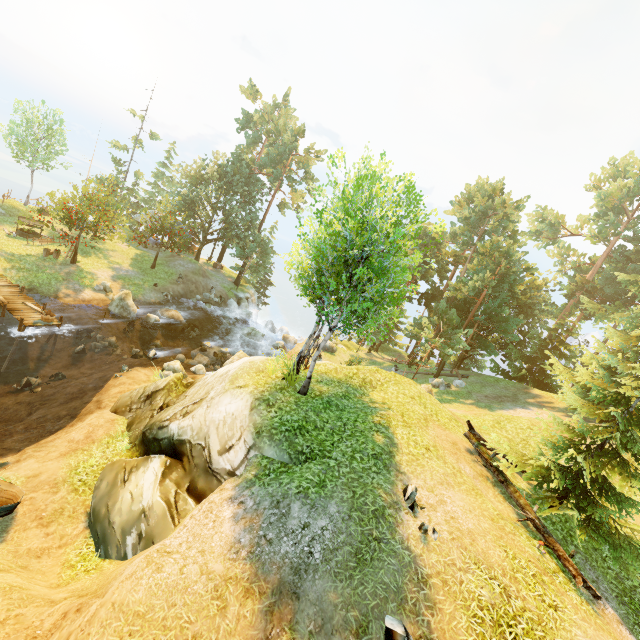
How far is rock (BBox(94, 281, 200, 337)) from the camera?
25.17m

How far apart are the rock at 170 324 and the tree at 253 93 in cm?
3077

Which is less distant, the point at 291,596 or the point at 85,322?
the point at 291,596

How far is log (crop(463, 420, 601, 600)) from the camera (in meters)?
8.27

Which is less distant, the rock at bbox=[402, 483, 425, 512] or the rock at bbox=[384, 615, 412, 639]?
the rock at bbox=[384, 615, 412, 639]

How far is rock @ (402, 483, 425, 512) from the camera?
8.4m

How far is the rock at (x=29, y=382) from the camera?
17.2 meters

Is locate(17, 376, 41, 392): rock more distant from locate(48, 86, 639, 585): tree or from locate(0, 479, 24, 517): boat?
locate(48, 86, 639, 585): tree
